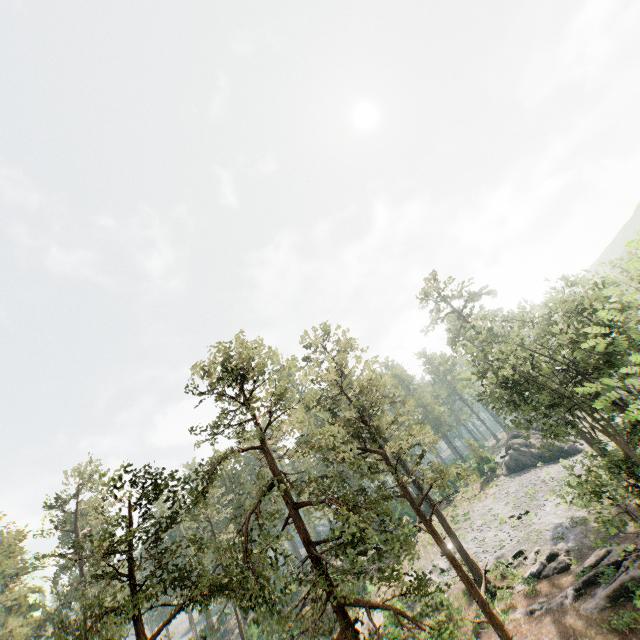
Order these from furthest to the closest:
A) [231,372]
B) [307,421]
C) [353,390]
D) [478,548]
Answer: [478,548] < [353,390] < [231,372] < [307,421]

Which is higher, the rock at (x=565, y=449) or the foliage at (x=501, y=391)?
the foliage at (x=501, y=391)

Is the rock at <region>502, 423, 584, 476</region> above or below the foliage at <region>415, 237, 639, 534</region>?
below

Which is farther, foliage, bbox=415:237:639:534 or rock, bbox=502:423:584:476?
rock, bbox=502:423:584:476

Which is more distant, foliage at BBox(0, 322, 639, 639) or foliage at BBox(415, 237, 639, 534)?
foliage at BBox(415, 237, 639, 534)

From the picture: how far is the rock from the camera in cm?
4531

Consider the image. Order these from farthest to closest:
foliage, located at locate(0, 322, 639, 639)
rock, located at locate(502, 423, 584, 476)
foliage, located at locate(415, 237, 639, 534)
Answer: rock, located at locate(502, 423, 584, 476)
foliage, located at locate(415, 237, 639, 534)
foliage, located at locate(0, 322, 639, 639)

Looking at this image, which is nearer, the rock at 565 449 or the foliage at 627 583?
the foliage at 627 583
